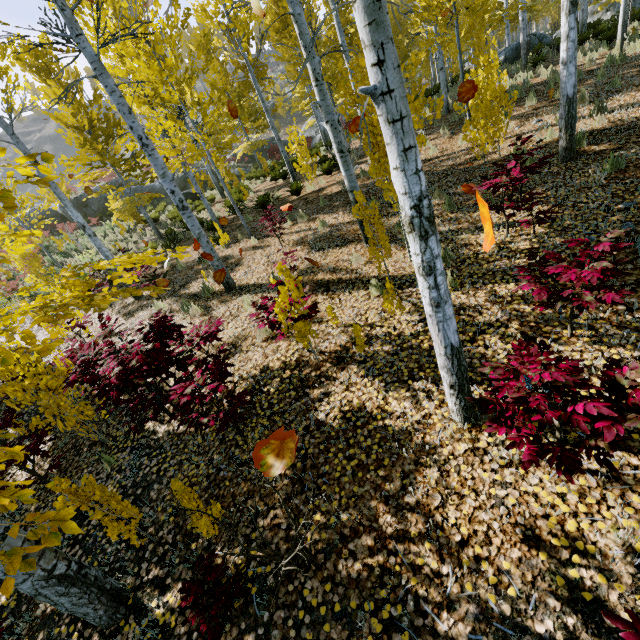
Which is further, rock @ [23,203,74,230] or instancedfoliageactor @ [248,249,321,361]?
rock @ [23,203,74,230]

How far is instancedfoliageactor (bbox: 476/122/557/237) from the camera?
4.76m

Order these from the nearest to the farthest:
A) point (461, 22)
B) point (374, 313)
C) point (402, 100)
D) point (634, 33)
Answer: point (402, 100) → point (374, 313) → point (634, 33) → point (461, 22)

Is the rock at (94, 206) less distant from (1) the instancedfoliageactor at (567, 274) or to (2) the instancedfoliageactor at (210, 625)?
(2) the instancedfoliageactor at (210, 625)

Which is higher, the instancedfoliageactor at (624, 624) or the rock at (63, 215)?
the rock at (63, 215)

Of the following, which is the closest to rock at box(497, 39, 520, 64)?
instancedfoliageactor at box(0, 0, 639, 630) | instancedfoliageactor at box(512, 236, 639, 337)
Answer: instancedfoliageactor at box(0, 0, 639, 630)

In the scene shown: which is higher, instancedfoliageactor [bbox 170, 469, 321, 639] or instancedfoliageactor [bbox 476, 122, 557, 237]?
instancedfoliageactor [bbox 476, 122, 557, 237]

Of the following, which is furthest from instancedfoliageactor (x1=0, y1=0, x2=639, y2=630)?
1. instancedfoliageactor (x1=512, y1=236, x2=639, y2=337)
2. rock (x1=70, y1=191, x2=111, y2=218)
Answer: rock (x1=70, y1=191, x2=111, y2=218)
